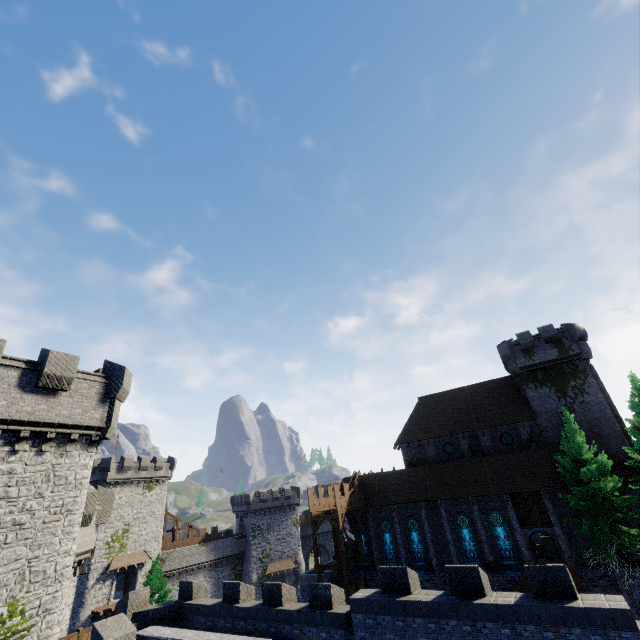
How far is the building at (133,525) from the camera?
40.66m

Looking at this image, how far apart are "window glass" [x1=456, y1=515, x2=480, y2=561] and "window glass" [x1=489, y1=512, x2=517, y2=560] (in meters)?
1.49

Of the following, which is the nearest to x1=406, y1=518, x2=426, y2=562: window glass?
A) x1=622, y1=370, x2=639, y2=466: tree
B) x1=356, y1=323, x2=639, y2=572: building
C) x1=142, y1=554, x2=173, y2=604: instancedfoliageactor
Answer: x1=356, y1=323, x2=639, y2=572: building

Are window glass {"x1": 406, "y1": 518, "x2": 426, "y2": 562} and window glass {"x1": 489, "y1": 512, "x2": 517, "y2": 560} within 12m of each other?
yes

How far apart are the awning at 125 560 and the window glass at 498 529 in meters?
44.7 m

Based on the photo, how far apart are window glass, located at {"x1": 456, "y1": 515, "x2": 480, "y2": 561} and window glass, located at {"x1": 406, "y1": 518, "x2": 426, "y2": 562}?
3.5m

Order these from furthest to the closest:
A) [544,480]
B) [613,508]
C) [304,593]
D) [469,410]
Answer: [469,410] < [304,593] < [544,480] < [613,508]

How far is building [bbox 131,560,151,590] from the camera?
43.5m
